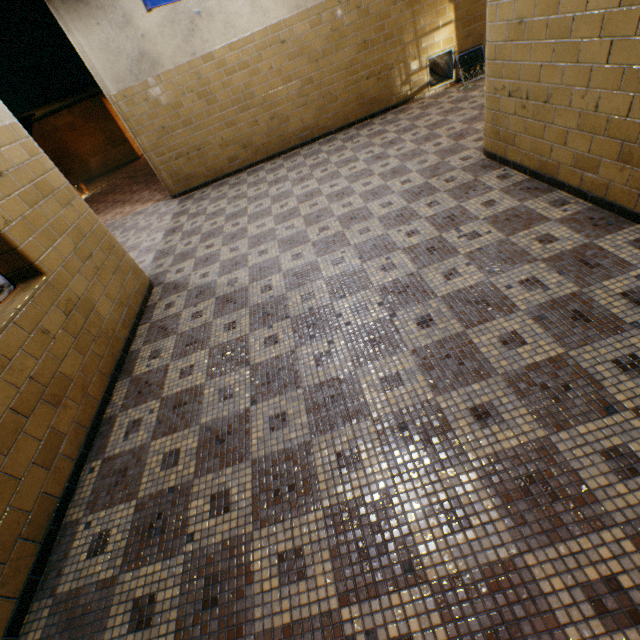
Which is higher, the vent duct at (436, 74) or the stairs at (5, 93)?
the stairs at (5, 93)

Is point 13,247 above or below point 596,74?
above

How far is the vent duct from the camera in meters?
6.3

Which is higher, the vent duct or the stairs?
the stairs

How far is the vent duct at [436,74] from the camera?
6.34m

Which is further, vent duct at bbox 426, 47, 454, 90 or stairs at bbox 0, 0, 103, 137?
vent duct at bbox 426, 47, 454, 90
